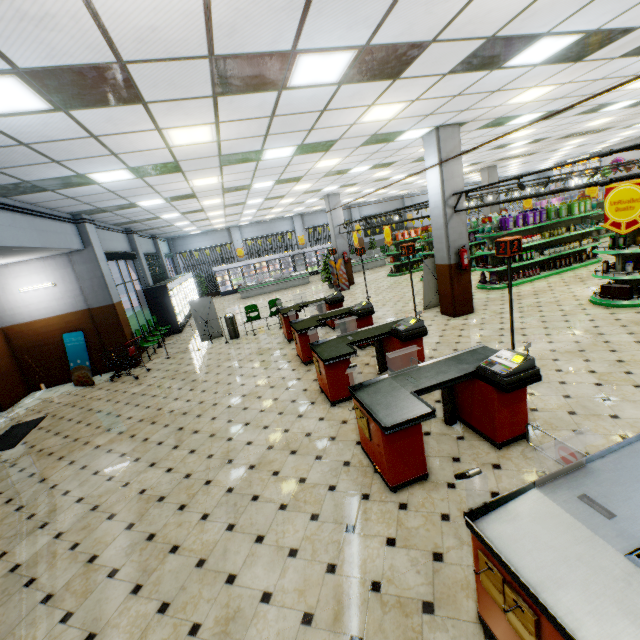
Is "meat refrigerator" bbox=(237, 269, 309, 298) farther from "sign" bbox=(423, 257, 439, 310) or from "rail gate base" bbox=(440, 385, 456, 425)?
"rail gate base" bbox=(440, 385, 456, 425)

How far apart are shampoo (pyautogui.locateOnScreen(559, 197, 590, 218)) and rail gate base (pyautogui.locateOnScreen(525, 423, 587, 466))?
11.7m

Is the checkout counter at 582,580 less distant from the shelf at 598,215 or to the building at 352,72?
the building at 352,72

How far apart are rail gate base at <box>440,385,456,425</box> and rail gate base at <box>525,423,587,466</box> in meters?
1.2 m

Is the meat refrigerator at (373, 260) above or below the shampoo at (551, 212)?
below

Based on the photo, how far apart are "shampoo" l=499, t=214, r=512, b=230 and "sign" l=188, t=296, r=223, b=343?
10.63m

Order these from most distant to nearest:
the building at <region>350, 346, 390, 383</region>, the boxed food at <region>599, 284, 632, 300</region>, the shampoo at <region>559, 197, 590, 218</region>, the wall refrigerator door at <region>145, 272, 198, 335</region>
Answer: the wall refrigerator door at <region>145, 272, 198, 335</region>, the shampoo at <region>559, 197, 590, 218</region>, the boxed food at <region>599, 284, 632, 300</region>, the building at <region>350, 346, 390, 383</region>

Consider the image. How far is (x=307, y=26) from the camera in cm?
320
